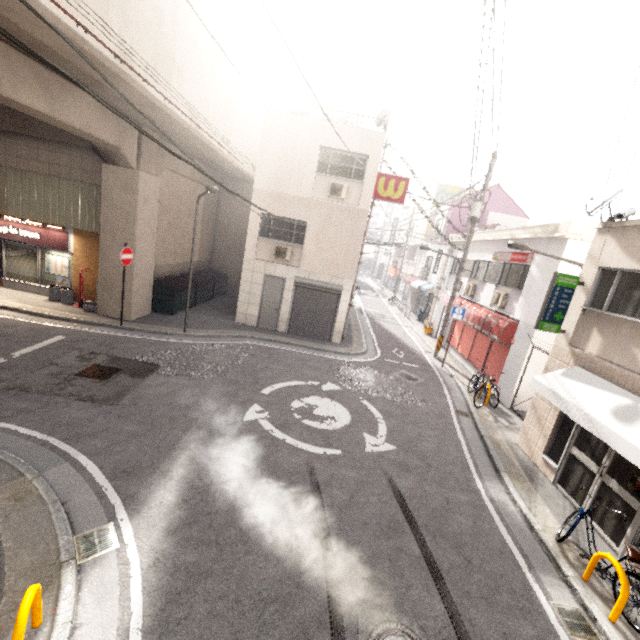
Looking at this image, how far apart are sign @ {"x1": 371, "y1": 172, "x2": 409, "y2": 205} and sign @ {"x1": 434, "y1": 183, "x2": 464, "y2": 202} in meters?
19.8

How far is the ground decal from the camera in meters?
8.1

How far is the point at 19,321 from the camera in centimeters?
1066cm

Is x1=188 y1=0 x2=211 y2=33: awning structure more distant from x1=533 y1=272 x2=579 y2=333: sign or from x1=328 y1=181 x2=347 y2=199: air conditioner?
x1=533 y1=272 x2=579 y2=333: sign

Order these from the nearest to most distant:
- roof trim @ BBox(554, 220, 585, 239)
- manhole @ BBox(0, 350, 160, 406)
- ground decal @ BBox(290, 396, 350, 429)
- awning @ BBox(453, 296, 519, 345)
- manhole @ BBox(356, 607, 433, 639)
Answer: manhole @ BBox(356, 607, 433, 639) < manhole @ BBox(0, 350, 160, 406) < ground decal @ BBox(290, 396, 350, 429) < roof trim @ BBox(554, 220, 585, 239) < awning @ BBox(453, 296, 519, 345)

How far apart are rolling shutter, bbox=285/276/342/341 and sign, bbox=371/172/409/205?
3.7 meters

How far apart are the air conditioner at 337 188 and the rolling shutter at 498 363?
8.3 meters

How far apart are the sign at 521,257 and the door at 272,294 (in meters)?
9.41
